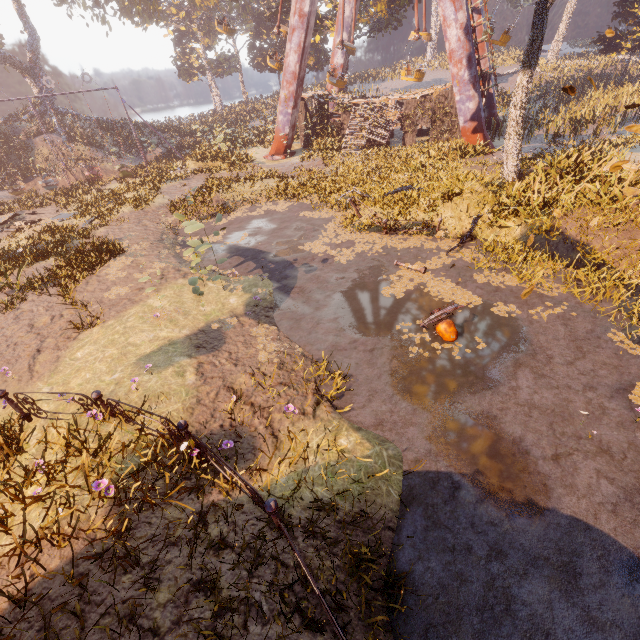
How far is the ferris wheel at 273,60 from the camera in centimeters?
2628cm

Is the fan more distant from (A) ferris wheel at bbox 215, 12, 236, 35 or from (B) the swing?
(B) the swing

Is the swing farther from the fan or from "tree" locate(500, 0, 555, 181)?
the fan

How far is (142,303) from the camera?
9.84m

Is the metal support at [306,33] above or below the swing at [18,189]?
above

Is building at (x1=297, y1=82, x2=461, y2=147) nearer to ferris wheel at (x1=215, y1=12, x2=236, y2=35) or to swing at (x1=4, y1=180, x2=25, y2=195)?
ferris wheel at (x1=215, y1=12, x2=236, y2=35)

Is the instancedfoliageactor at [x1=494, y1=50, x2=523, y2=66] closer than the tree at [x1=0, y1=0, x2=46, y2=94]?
No

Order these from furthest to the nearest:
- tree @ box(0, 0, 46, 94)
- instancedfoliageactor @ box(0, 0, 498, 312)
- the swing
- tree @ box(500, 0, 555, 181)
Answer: tree @ box(0, 0, 46, 94), the swing, instancedfoliageactor @ box(0, 0, 498, 312), tree @ box(500, 0, 555, 181)
